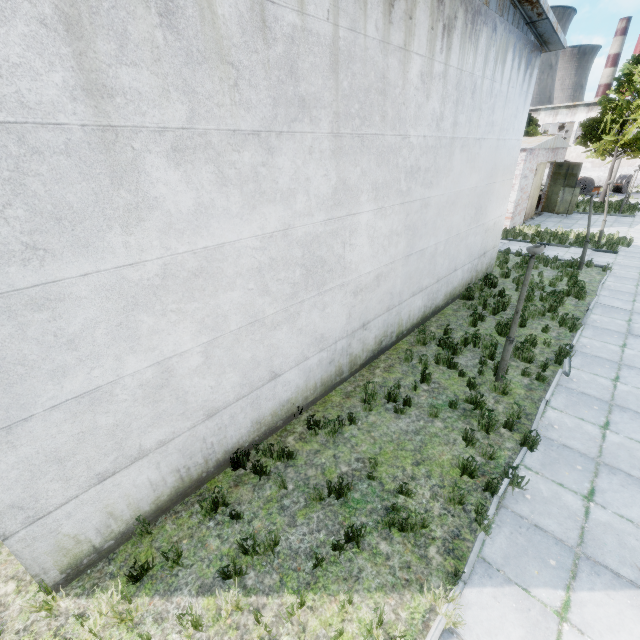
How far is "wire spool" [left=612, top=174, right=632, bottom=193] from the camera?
35.9m

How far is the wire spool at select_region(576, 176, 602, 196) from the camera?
34.8m

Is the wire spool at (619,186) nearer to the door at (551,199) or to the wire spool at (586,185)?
the wire spool at (586,185)

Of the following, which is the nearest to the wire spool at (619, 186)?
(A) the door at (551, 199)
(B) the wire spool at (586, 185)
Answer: (B) the wire spool at (586, 185)

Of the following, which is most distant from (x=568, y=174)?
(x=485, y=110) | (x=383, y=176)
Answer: (x=383, y=176)

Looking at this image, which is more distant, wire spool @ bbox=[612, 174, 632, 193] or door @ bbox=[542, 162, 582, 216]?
wire spool @ bbox=[612, 174, 632, 193]

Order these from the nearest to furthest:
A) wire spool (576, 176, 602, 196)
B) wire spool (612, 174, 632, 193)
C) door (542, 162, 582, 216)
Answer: door (542, 162, 582, 216), wire spool (576, 176, 602, 196), wire spool (612, 174, 632, 193)

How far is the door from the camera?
24.41m
